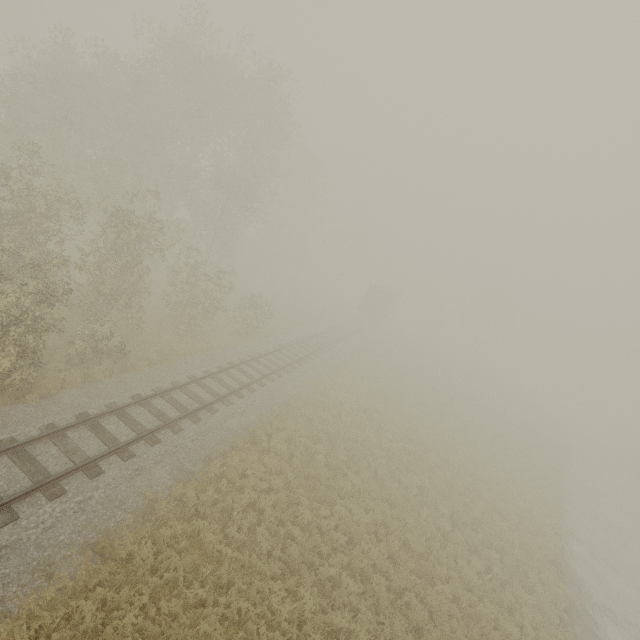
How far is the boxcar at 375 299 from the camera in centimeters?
4297cm

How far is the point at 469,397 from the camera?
34.66m

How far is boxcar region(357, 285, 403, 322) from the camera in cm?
4297
